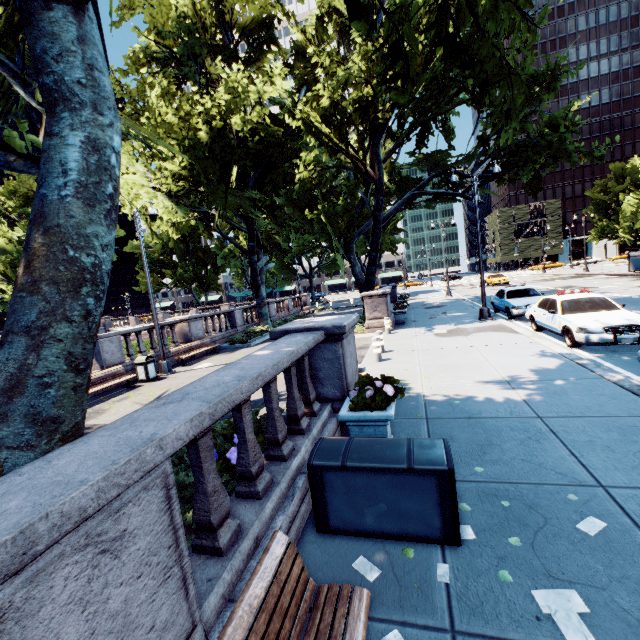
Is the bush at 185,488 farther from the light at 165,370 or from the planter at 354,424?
the light at 165,370

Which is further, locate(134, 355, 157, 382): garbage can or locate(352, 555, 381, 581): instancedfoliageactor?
locate(134, 355, 157, 382): garbage can

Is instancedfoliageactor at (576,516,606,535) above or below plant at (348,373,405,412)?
below

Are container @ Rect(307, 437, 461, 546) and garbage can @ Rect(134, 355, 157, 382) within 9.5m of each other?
no

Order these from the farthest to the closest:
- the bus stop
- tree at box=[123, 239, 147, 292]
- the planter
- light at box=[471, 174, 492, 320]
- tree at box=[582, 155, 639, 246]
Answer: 1. tree at box=[123, 239, 147, 292]
2. tree at box=[582, 155, 639, 246]
3. the bus stop
4. light at box=[471, 174, 492, 320]
5. the planter

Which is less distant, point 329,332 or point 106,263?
point 106,263

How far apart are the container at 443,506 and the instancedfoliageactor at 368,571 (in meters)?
0.30

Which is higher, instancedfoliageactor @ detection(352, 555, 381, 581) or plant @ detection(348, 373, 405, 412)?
plant @ detection(348, 373, 405, 412)
